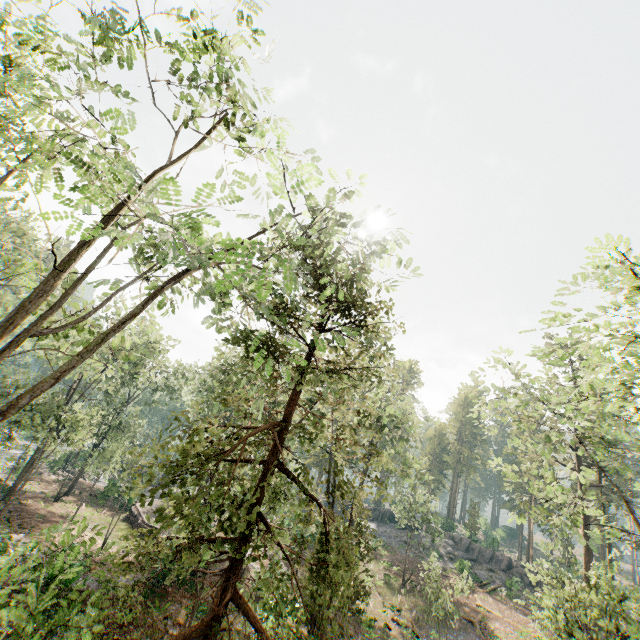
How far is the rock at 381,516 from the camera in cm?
5141

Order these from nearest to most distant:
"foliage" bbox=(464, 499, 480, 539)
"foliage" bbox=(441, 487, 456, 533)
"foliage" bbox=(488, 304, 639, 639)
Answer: "foliage" bbox=(488, 304, 639, 639), "foliage" bbox=(464, 499, 480, 539), "foliage" bbox=(441, 487, 456, 533)

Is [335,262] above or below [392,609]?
above

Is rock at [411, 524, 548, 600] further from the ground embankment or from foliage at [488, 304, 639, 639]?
the ground embankment

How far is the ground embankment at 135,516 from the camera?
29.67m

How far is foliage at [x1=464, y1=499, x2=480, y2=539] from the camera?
51.1m
